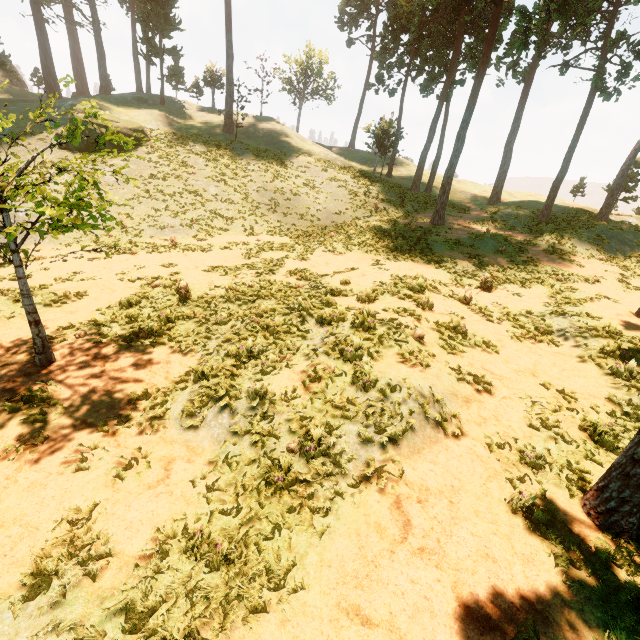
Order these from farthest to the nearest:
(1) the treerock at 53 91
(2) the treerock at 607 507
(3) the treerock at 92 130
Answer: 1. (1) the treerock at 53 91
2. (3) the treerock at 92 130
3. (2) the treerock at 607 507

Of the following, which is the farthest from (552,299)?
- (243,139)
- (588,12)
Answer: (243,139)

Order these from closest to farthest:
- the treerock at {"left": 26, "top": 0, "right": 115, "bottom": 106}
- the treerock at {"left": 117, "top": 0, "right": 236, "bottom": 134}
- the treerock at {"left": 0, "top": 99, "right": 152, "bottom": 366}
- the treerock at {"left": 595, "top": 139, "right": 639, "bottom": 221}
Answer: the treerock at {"left": 0, "top": 99, "right": 152, "bottom": 366} < the treerock at {"left": 595, "top": 139, "right": 639, "bottom": 221} < the treerock at {"left": 117, "top": 0, "right": 236, "bottom": 134} < the treerock at {"left": 26, "top": 0, "right": 115, "bottom": 106}

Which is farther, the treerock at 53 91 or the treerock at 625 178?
the treerock at 53 91

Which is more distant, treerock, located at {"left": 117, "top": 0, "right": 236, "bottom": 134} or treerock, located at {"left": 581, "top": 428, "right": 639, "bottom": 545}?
treerock, located at {"left": 117, "top": 0, "right": 236, "bottom": 134}

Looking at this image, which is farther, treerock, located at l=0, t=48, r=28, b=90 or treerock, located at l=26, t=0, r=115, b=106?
treerock, located at l=26, t=0, r=115, b=106
